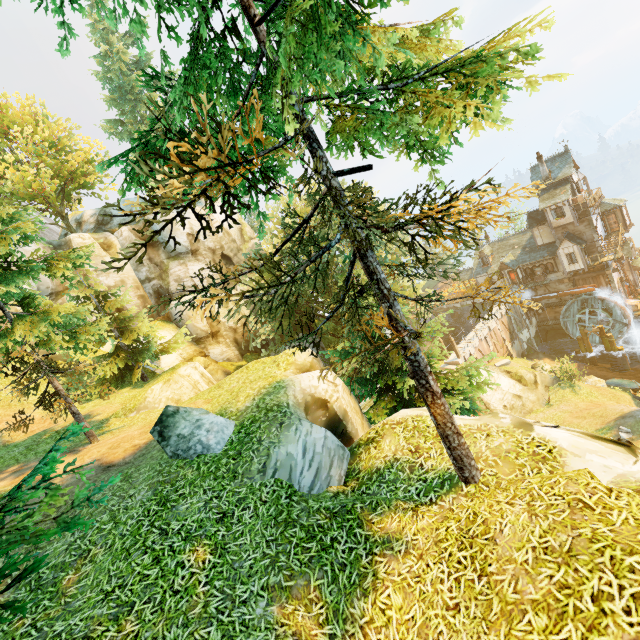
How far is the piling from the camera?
35.6m

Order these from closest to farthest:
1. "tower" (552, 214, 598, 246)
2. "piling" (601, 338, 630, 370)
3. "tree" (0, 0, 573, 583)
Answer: "tree" (0, 0, 573, 583) → "piling" (601, 338, 630, 370) → "tower" (552, 214, 598, 246)

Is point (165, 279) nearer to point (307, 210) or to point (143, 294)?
point (143, 294)

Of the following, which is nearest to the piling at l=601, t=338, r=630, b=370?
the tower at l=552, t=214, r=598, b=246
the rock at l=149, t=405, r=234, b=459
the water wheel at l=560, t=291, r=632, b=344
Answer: the water wheel at l=560, t=291, r=632, b=344

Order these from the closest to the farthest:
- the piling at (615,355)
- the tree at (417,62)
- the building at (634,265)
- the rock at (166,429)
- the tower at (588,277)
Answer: the tree at (417,62), the rock at (166,429), the piling at (615,355), the tower at (588,277), the building at (634,265)

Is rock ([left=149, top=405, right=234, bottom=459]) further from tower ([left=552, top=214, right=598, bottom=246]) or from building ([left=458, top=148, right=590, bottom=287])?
tower ([left=552, top=214, right=598, bottom=246])

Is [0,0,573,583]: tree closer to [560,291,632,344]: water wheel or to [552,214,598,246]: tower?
[552,214,598,246]: tower

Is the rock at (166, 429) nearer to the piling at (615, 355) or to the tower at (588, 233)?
the piling at (615, 355)
